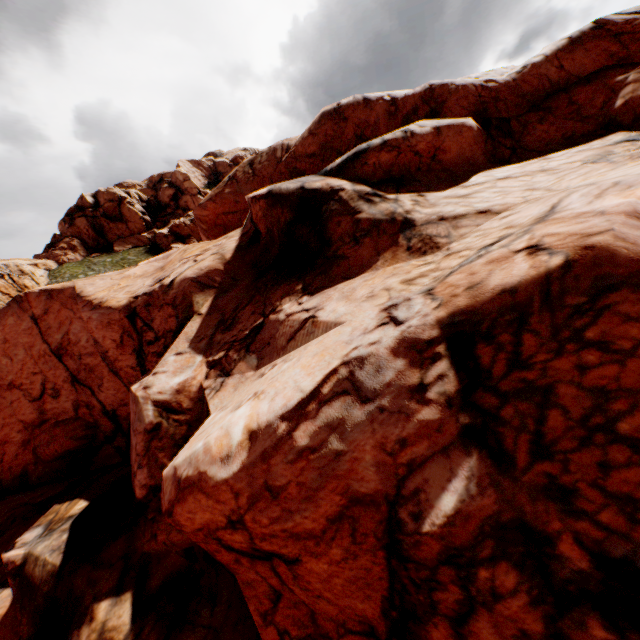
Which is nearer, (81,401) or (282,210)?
(282,210)
